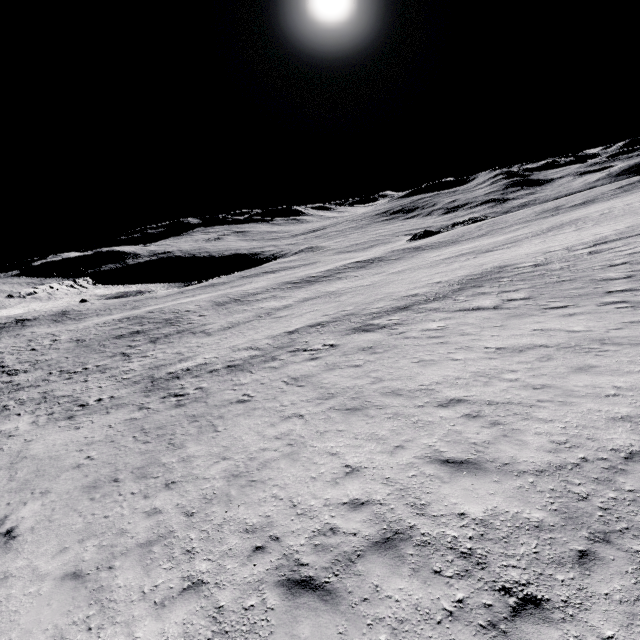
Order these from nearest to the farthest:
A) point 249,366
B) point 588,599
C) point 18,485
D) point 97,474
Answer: point 588,599, point 97,474, point 18,485, point 249,366
